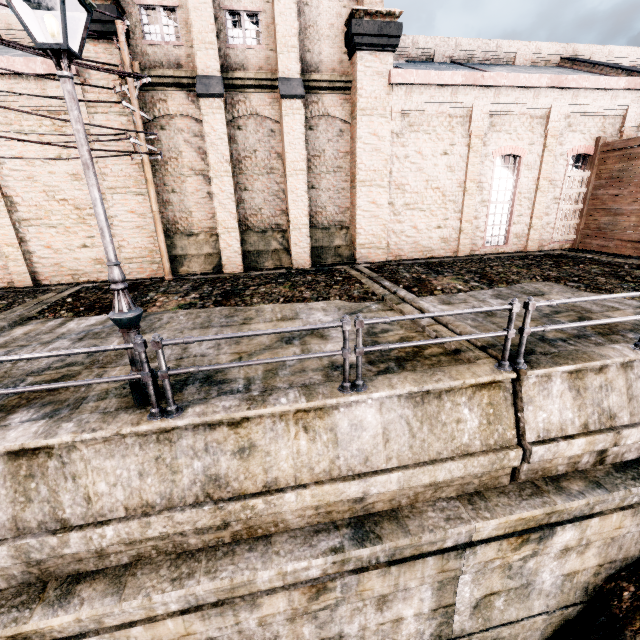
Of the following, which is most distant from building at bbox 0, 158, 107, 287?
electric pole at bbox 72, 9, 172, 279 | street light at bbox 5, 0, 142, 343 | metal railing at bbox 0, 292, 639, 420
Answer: metal railing at bbox 0, 292, 639, 420

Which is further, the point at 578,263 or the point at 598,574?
the point at 578,263

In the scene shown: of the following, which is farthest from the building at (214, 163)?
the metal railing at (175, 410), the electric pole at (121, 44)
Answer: the metal railing at (175, 410)

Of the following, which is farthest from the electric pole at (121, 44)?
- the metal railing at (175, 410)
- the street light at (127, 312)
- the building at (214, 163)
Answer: the street light at (127, 312)

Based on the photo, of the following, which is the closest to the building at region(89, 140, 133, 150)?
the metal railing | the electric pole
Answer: the electric pole

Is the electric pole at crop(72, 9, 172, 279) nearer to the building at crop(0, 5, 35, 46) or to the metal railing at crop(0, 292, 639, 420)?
the building at crop(0, 5, 35, 46)

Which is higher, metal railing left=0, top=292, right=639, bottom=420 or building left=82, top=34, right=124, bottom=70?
building left=82, top=34, right=124, bottom=70

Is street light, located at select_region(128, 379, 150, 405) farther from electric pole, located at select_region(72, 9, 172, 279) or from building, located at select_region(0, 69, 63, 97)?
Result: building, located at select_region(0, 69, 63, 97)
